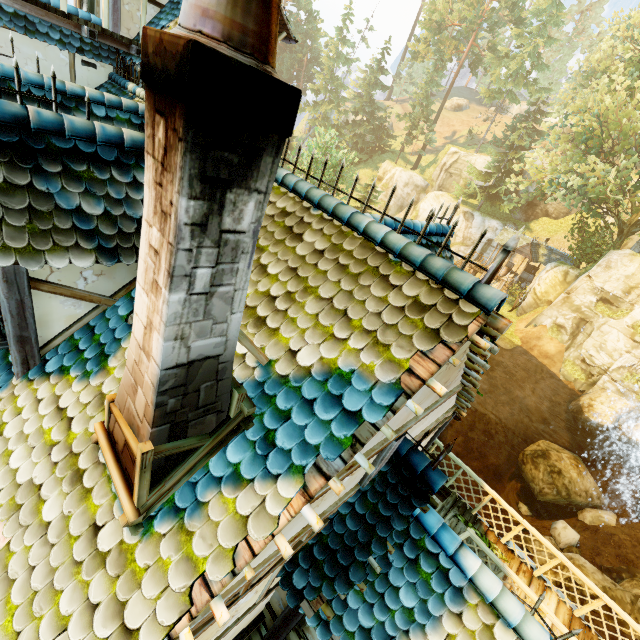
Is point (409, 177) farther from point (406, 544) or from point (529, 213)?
point (406, 544)

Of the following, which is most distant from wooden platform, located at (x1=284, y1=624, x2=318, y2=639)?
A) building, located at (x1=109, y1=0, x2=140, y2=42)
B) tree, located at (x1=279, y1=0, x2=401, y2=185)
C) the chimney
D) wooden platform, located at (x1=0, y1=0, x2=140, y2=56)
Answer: wooden platform, located at (x1=0, y1=0, x2=140, y2=56)

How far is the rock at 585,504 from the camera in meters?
17.4

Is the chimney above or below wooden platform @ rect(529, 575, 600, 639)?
above

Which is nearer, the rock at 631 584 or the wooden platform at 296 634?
the wooden platform at 296 634

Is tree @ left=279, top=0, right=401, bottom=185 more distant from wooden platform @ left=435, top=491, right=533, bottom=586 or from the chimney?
the chimney

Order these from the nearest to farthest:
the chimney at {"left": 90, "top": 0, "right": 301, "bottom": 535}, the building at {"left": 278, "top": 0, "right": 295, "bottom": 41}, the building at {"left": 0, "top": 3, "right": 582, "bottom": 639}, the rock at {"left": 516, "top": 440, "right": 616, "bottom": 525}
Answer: the chimney at {"left": 90, "top": 0, "right": 301, "bottom": 535} < the building at {"left": 0, "top": 3, "right": 582, "bottom": 639} < the building at {"left": 278, "top": 0, "right": 295, "bottom": 41} < the rock at {"left": 516, "top": 440, "right": 616, "bottom": 525}

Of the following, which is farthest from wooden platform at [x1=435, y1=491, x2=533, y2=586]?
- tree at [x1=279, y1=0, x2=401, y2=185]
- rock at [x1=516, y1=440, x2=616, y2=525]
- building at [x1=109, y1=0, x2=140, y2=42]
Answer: tree at [x1=279, y1=0, x2=401, y2=185]
